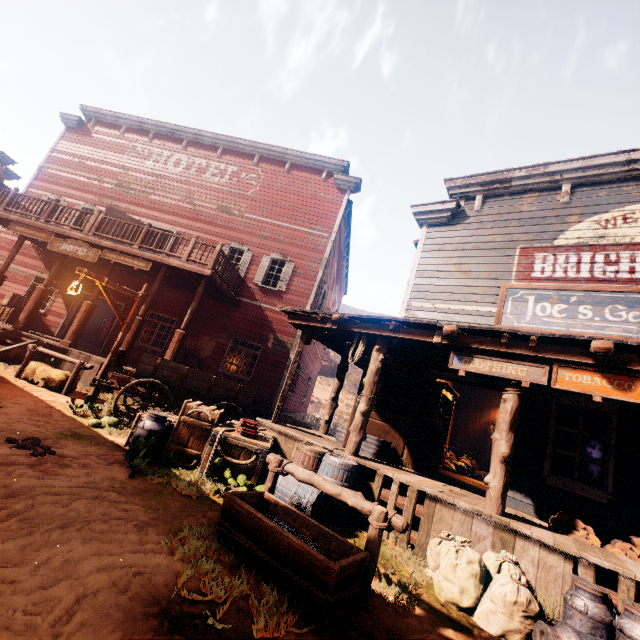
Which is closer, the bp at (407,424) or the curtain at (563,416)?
the curtain at (563,416)

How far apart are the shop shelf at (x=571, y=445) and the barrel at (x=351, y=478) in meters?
5.9 m

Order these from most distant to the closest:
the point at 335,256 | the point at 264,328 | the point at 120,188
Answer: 1. the point at 335,256
2. the point at 120,188
3. the point at 264,328

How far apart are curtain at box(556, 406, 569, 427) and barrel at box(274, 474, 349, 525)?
3.68m

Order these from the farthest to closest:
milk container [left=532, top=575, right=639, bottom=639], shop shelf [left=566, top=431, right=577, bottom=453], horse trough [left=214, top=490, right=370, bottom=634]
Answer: shop shelf [left=566, top=431, right=577, bottom=453]
milk container [left=532, top=575, right=639, bottom=639]
horse trough [left=214, top=490, right=370, bottom=634]

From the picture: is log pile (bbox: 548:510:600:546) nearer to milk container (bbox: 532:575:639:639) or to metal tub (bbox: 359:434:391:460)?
milk container (bbox: 532:575:639:639)

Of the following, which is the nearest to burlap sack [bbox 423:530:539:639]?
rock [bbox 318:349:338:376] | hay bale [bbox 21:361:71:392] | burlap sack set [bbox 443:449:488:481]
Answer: burlap sack set [bbox 443:449:488:481]

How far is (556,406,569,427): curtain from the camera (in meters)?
6.19
